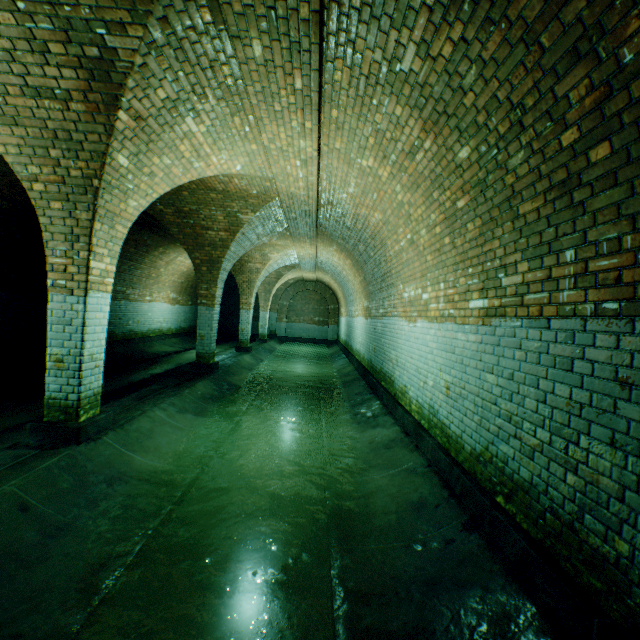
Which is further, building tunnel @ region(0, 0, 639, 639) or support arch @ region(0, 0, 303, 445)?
support arch @ region(0, 0, 303, 445)

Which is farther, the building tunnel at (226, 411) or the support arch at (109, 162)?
the support arch at (109, 162)

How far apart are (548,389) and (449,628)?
1.77m
